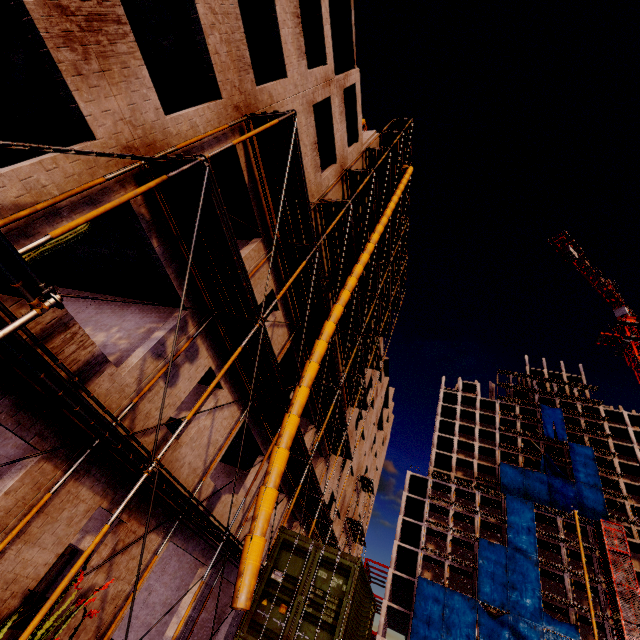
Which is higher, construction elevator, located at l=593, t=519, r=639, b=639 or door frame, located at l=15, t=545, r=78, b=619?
construction elevator, located at l=593, t=519, r=639, b=639

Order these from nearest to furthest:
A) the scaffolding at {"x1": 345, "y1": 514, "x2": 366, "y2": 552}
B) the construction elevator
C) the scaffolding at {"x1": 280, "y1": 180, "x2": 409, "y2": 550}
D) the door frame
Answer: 1. the door frame
2. the scaffolding at {"x1": 280, "y1": 180, "x2": 409, "y2": 550}
3. the scaffolding at {"x1": 345, "y1": 514, "x2": 366, "y2": 552}
4. the construction elevator

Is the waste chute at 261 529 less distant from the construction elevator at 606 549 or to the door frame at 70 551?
the door frame at 70 551

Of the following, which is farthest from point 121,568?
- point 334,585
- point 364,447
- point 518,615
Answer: point 518,615

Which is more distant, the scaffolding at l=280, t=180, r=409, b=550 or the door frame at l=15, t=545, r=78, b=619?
the scaffolding at l=280, t=180, r=409, b=550

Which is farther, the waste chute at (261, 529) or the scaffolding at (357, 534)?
the scaffolding at (357, 534)

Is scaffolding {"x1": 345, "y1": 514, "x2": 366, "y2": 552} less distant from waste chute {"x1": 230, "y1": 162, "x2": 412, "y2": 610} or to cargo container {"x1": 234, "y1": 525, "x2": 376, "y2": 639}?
waste chute {"x1": 230, "y1": 162, "x2": 412, "y2": 610}

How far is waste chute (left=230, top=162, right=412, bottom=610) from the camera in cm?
642
